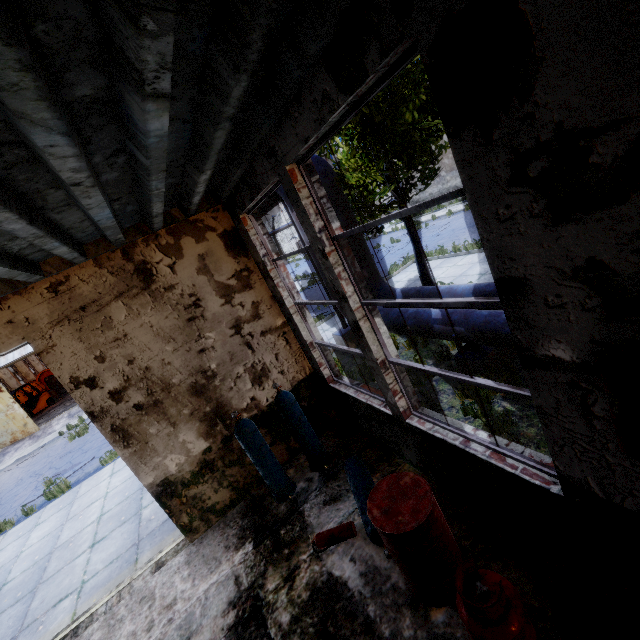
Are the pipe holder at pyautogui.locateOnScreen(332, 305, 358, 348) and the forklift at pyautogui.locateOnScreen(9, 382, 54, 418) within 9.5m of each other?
no

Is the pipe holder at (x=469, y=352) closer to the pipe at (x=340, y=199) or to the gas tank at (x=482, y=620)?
the pipe at (x=340, y=199)

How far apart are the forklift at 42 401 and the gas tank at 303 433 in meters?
27.3

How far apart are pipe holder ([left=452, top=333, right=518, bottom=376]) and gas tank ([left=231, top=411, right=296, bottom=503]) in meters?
3.5 m

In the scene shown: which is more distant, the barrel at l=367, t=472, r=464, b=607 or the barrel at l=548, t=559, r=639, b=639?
the barrel at l=367, t=472, r=464, b=607

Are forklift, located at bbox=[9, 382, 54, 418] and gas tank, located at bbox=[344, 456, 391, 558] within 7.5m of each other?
no

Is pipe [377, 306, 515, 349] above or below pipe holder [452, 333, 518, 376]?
above

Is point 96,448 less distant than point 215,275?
No
